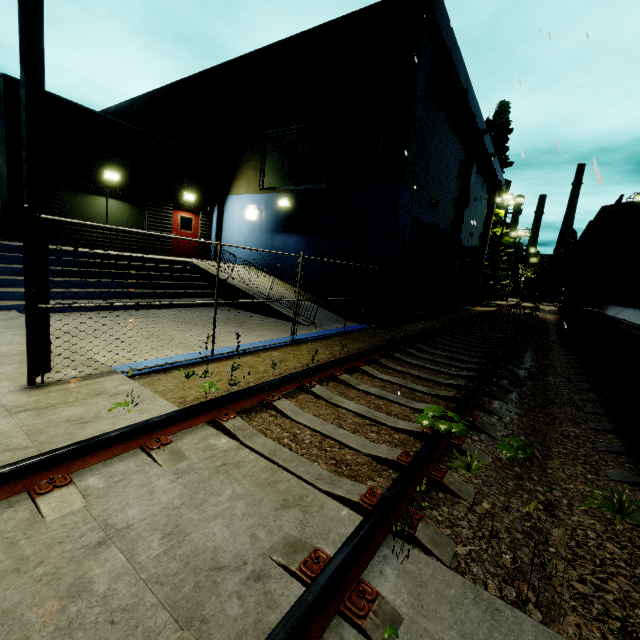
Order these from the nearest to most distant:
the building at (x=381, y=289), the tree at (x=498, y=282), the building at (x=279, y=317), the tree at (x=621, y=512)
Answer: the tree at (x=621, y=512)
the building at (x=279, y=317)
the building at (x=381, y=289)
the tree at (x=498, y=282)

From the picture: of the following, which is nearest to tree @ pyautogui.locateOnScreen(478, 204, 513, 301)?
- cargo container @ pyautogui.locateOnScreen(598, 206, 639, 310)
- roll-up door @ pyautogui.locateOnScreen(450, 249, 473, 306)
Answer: roll-up door @ pyautogui.locateOnScreen(450, 249, 473, 306)

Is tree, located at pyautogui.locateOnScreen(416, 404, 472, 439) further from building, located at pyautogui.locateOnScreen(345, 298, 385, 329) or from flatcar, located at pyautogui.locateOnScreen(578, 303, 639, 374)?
building, located at pyautogui.locateOnScreen(345, 298, 385, 329)

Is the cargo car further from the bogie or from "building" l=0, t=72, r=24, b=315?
the bogie

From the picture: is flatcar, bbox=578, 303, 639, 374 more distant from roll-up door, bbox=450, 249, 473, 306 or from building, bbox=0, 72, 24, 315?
roll-up door, bbox=450, 249, 473, 306

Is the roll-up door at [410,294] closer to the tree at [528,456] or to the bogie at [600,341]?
the bogie at [600,341]

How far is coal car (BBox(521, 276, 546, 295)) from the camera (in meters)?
54.72

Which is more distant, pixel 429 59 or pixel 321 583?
pixel 429 59
